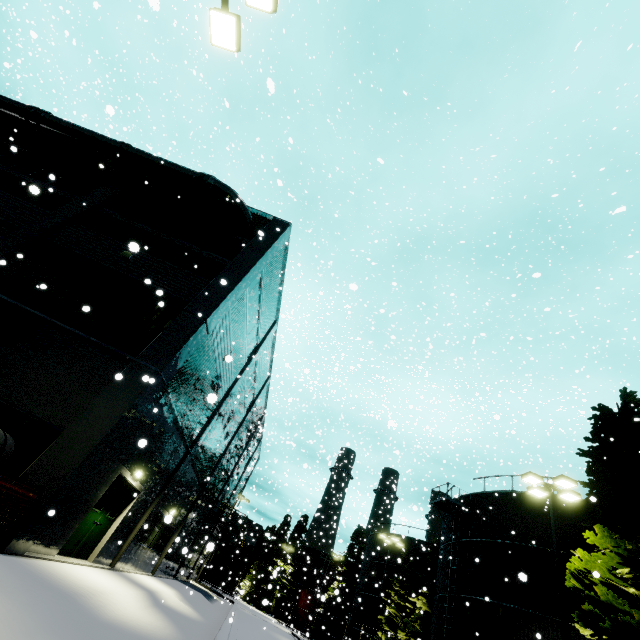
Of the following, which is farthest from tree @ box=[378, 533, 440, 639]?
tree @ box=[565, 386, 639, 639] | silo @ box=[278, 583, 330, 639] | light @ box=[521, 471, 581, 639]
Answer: light @ box=[521, 471, 581, 639]

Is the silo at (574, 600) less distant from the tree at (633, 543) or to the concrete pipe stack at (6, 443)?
the tree at (633, 543)

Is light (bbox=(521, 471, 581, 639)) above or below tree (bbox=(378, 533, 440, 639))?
above

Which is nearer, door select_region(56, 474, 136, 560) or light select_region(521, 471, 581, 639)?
door select_region(56, 474, 136, 560)

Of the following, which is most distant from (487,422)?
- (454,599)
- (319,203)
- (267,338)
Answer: (319,203)

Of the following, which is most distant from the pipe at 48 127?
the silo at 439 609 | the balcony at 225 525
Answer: the balcony at 225 525

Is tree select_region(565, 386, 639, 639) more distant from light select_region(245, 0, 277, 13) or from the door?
the door

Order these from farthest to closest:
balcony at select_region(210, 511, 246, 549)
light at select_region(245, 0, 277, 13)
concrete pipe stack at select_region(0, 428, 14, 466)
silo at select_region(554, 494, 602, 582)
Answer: balcony at select_region(210, 511, 246, 549)
silo at select_region(554, 494, 602, 582)
concrete pipe stack at select_region(0, 428, 14, 466)
light at select_region(245, 0, 277, 13)
